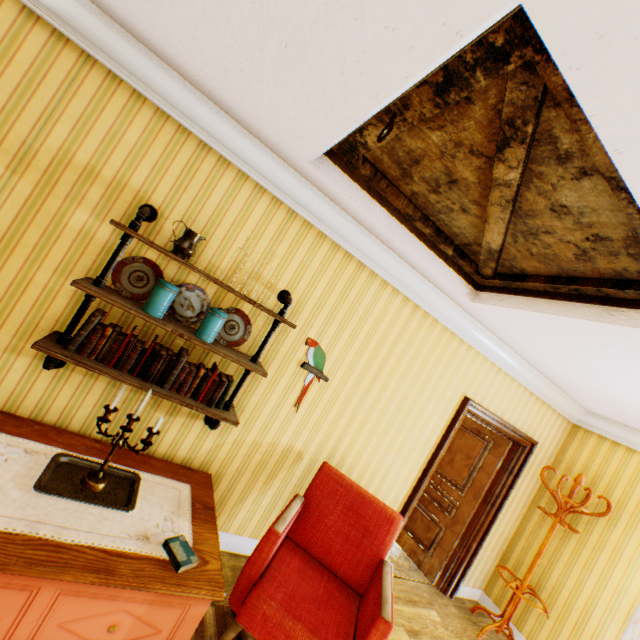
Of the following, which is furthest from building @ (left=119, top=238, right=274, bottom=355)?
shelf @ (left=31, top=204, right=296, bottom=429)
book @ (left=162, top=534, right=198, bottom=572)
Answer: book @ (left=162, top=534, right=198, bottom=572)

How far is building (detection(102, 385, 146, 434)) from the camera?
2.44m

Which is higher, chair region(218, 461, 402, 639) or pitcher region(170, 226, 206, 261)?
pitcher region(170, 226, 206, 261)

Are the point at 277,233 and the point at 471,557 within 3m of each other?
no

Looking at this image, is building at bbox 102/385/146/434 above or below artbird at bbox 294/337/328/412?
below

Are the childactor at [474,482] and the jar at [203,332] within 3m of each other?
no

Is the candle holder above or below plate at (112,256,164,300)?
below

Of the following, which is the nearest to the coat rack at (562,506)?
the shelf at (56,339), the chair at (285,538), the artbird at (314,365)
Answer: the chair at (285,538)
